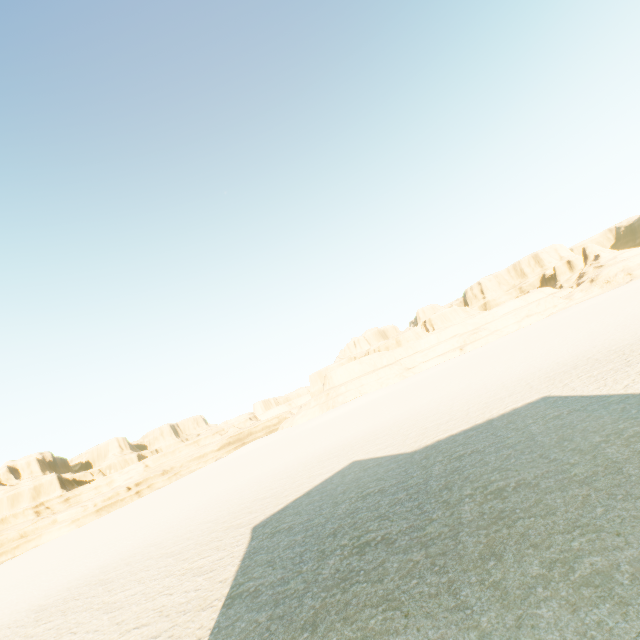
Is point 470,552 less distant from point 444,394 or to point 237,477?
point 444,394
